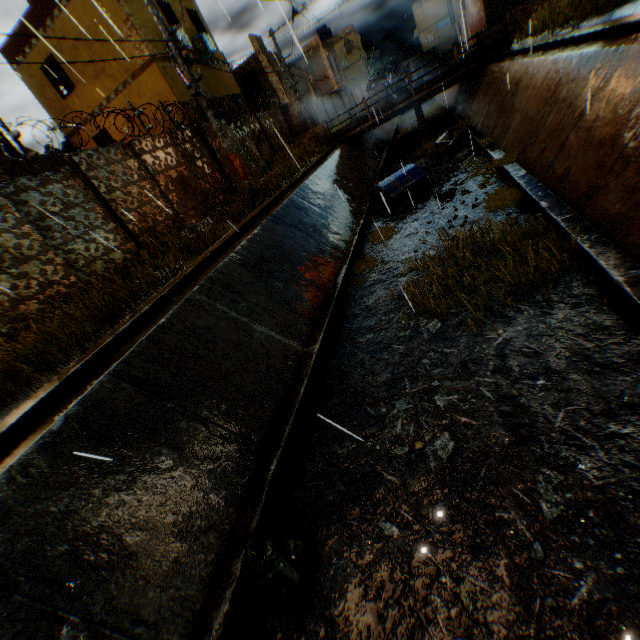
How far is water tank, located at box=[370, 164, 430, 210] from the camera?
12.3m

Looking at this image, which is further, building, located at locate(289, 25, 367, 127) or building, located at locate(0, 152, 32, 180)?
building, located at locate(289, 25, 367, 127)

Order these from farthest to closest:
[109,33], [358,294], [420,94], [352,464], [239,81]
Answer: [239,81] < [420,94] < [109,33] < [358,294] < [352,464]

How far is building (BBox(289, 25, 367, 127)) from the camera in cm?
3226

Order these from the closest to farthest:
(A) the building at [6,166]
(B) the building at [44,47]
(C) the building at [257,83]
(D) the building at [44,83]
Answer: (A) the building at [6,166] → (B) the building at [44,47] → (D) the building at [44,83] → (C) the building at [257,83]

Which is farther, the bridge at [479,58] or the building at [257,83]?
the building at [257,83]

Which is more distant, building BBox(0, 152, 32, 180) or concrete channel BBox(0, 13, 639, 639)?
building BBox(0, 152, 32, 180)

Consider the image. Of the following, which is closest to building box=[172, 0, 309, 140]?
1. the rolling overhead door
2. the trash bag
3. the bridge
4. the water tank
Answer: the rolling overhead door
